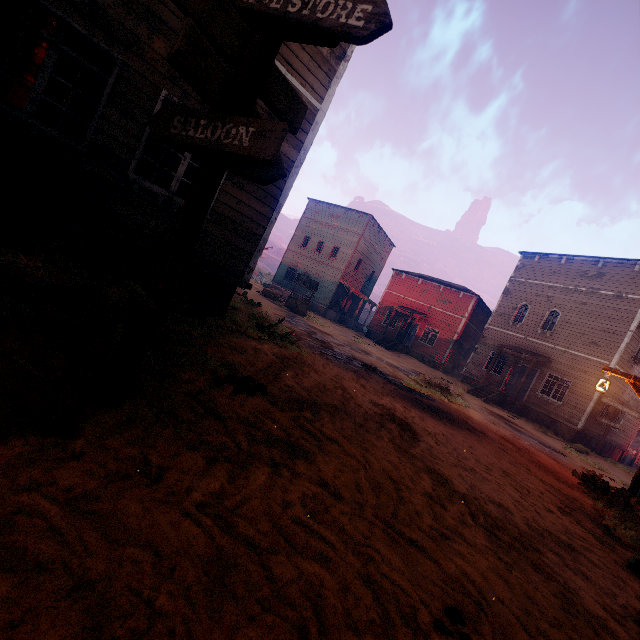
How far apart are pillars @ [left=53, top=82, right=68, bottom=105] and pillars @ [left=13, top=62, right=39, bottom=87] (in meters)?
4.11

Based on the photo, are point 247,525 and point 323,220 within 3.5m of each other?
no

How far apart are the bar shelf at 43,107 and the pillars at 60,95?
3.9 meters

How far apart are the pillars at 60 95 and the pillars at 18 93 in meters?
4.1 m

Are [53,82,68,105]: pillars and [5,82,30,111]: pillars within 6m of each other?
yes

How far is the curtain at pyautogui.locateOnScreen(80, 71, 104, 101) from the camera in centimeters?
479cm

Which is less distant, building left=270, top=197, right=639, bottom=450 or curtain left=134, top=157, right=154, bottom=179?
curtain left=134, top=157, right=154, bottom=179
